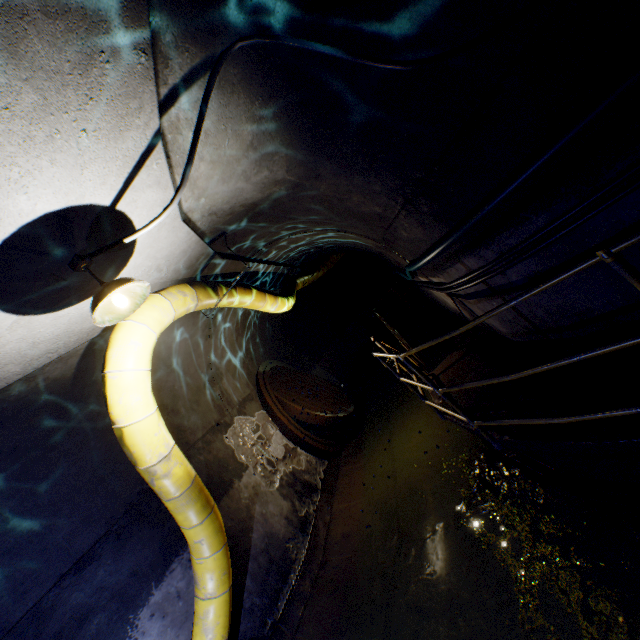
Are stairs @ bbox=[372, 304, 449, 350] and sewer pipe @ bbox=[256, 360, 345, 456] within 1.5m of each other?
no

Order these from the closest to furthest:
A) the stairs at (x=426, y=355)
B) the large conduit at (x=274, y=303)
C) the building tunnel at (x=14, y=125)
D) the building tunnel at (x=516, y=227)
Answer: the building tunnel at (x=14, y=125), the building tunnel at (x=516, y=227), the large conduit at (x=274, y=303), the stairs at (x=426, y=355)

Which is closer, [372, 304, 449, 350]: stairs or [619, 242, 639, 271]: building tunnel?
[619, 242, 639, 271]: building tunnel

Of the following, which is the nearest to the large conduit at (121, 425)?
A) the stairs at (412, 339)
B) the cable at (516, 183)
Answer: the cable at (516, 183)

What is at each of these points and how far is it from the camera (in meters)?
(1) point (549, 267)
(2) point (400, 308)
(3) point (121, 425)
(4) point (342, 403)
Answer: (1) building tunnel, 2.98
(2) building tunnel, 15.01
(3) large conduit, 3.11
(4) sewer grate, 8.70

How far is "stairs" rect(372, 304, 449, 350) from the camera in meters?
9.3

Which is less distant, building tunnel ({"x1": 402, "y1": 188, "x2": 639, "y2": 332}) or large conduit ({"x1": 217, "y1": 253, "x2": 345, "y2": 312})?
building tunnel ({"x1": 402, "y1": 188, "x2": 639, "y2": 332})

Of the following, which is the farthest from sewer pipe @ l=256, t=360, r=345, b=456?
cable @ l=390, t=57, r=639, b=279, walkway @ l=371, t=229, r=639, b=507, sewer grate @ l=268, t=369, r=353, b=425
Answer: cable @ l=390, t=57, r=639, b=279
